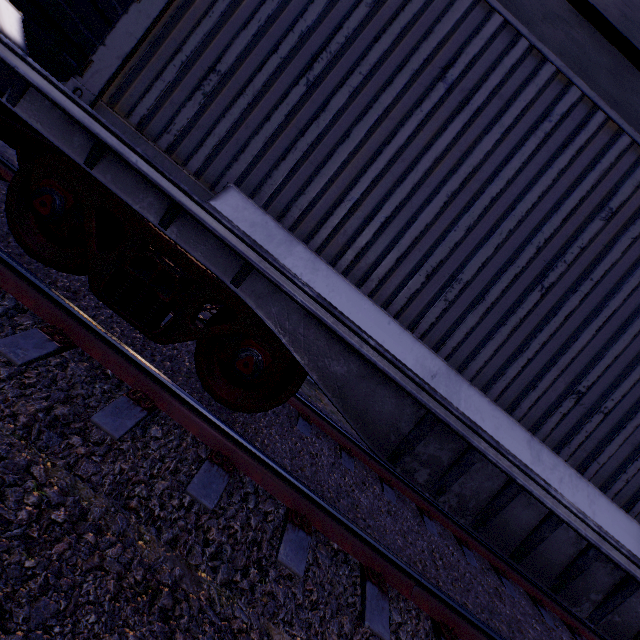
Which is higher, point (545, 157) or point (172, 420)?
point (545, 157)

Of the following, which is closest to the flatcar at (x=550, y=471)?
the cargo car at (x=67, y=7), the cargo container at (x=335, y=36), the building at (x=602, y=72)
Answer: the cargo container at (x=335, y=36)

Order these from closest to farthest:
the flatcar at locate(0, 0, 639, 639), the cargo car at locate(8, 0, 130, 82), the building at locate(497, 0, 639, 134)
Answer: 1. the flatcar at locate(0, 0, 639, 639)
2. the cargo car at locate(8, 0, 130, 82)
3. the building at locate(497, 0, 639, 134)

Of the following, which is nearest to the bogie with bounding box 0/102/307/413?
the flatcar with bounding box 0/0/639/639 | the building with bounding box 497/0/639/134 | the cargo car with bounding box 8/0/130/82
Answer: the flatcar with bounding box 0/0/639/639

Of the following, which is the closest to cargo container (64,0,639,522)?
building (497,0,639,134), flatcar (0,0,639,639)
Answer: flatcar (0,0,639,639)

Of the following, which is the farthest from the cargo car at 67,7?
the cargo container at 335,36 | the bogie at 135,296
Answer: the bogie at 135,296

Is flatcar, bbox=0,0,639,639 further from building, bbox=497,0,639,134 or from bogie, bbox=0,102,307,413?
building, bbox=497,0,639,134
